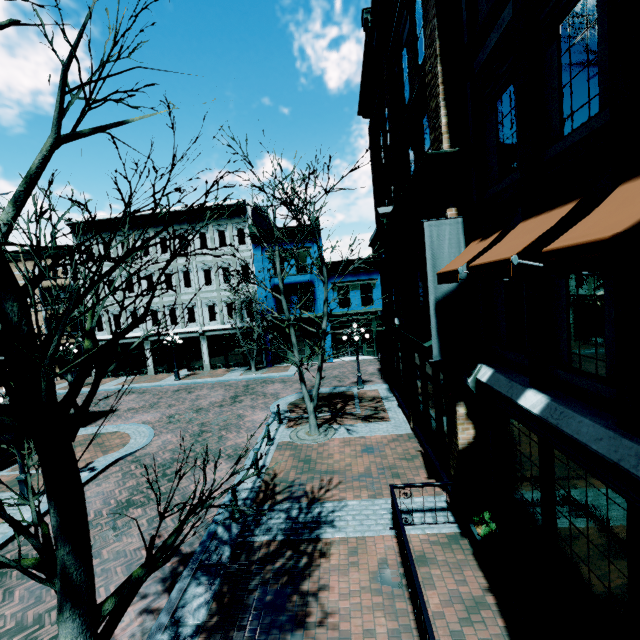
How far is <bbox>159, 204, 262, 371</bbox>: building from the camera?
26.2 meters

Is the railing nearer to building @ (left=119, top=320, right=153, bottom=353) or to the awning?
the awning

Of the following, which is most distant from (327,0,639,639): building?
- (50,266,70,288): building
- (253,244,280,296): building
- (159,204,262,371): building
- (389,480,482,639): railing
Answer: (50,266,70,288): building

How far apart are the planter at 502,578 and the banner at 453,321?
3.5m

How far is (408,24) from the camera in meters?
8.9 m

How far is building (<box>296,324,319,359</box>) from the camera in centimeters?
2605cm

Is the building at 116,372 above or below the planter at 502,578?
above
